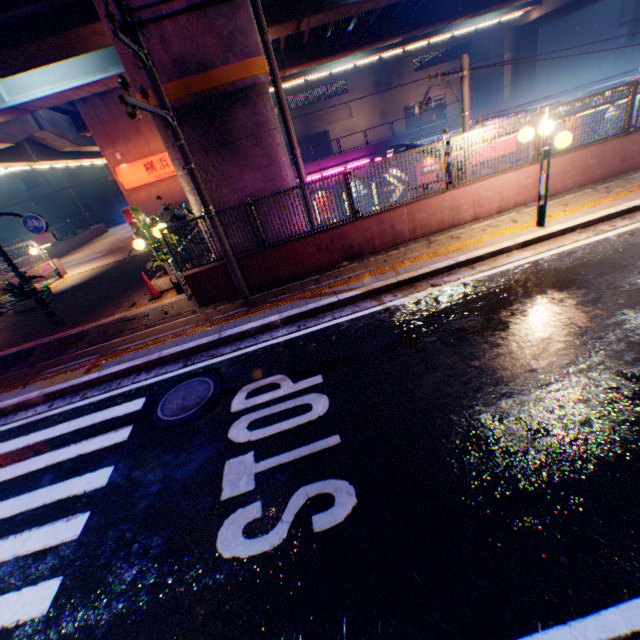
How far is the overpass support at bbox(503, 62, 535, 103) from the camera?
35.9 meters

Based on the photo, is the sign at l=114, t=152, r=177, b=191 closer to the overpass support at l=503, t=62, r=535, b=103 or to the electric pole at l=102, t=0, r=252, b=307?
the overpass support at l=503, t=62, r=535, b=103

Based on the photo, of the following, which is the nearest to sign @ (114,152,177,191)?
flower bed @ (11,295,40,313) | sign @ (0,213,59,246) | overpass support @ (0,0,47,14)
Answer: overpass support @ (0,0,47,14)

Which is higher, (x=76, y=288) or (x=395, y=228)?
(x=395, y=228)

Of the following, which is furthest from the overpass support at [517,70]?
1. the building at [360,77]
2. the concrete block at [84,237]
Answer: the building at [360,77]

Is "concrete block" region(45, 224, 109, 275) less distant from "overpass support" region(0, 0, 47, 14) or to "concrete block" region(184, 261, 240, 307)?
"overpass support" region(0, 0, 47, 14)

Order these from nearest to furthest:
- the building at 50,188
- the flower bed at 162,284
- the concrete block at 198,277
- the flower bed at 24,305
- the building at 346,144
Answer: the concrete block at 198,277, the flower bed at 162,284, the flower bed at 24,305, the building at 50,188, the building at 346,144

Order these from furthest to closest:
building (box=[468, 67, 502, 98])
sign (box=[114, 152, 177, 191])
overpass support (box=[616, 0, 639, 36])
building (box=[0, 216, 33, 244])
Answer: building (box=[468, 67, 502, 98])
building (box=[0, 216, 33, 244])
overpass support (box=[616, 0, 639, 36])
sign (box=[114, 152, 177, 191])
